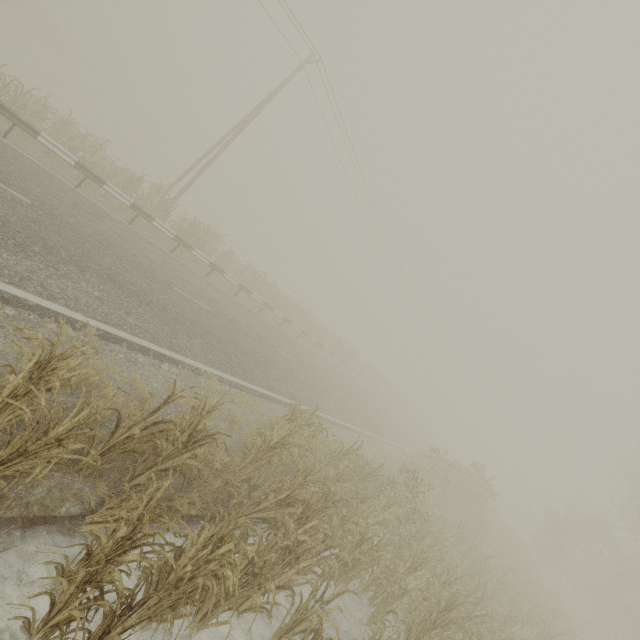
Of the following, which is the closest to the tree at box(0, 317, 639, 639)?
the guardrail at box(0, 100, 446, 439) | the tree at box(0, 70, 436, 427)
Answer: the guardrail at box(0, 100, 446, 439)

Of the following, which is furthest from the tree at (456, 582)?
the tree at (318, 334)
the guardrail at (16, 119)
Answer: the tree at (318, 334)

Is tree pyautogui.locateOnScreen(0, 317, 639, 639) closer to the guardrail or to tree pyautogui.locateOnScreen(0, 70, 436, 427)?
the guardrail

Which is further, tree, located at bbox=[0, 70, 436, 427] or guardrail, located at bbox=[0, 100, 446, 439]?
tree, located at bbox=[0, 70, 436, 427]

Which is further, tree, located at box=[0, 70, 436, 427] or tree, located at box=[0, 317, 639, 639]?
tree, located at box=[0, 70, 436, 427]

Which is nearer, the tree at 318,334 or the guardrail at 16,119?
the guardrail at 16,119

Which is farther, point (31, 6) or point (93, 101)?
point (31, 6)
